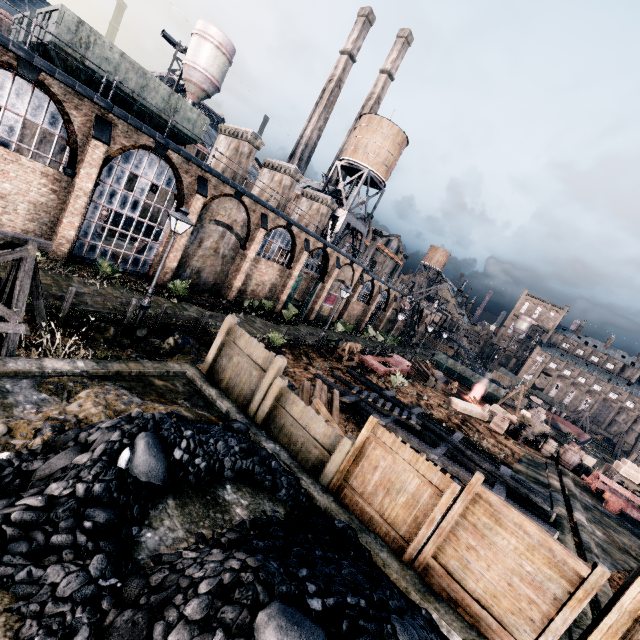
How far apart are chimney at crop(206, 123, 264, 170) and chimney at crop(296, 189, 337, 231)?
10.4m

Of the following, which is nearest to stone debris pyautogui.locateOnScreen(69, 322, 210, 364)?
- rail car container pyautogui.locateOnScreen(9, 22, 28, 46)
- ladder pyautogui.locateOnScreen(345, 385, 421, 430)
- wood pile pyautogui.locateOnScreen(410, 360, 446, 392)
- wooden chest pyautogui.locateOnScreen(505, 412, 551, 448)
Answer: ladder pyautogui.locateOnScreen(345, 385, 421, 430)

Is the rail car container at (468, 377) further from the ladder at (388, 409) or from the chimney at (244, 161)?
the chimney at (244, 161)

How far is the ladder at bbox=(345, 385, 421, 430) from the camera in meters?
17.2

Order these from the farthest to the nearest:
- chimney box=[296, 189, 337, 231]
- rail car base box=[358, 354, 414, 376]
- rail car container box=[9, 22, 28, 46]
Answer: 1. chimney box=[296, 189, 337, 231]
2. rail car base box=[358, 354, 414, 376]
3. rail car container box=[9, 22, 28, 46]

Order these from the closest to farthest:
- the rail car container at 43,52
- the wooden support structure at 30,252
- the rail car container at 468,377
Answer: the wooden support structure at 30,252 < the rail car container at 43,52 < the rail car container at 468,377

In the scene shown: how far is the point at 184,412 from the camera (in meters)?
7.65

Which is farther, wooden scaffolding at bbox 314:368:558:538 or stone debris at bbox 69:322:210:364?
wooden scaffolding at bbox 314:368:558:538
